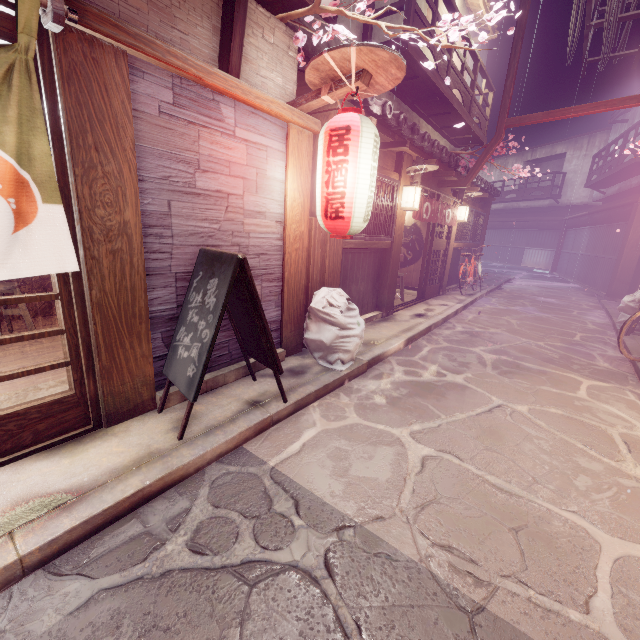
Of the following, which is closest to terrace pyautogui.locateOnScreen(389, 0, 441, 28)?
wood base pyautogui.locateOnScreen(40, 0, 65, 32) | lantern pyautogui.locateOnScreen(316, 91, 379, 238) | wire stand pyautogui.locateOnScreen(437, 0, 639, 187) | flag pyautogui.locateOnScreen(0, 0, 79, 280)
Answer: wire stand pyautogui.locateOnScreen(437, 0, 639, 187)

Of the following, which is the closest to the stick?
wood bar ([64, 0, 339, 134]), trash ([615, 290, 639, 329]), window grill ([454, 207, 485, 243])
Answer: wood bar ([64, 0, 339, 134])

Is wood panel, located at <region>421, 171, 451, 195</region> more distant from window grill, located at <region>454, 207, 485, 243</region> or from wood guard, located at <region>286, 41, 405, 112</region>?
wood guard, located at <region>286, 41, 405, 112</region>

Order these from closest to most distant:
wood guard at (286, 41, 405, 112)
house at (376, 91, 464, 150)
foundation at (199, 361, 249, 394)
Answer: wood guard at (286, 41, 405, 112) < foundation at (199, 361, 249, 394) < house at (376, 91, 464, 150)

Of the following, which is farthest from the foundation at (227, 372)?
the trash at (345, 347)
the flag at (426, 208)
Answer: the flag at (426, 208)

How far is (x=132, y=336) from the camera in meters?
4.9

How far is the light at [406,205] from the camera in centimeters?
1114cm

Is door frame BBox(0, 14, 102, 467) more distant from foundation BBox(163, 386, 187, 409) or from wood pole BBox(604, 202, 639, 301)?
wood pole BBox(604, 202, 639, 301)
